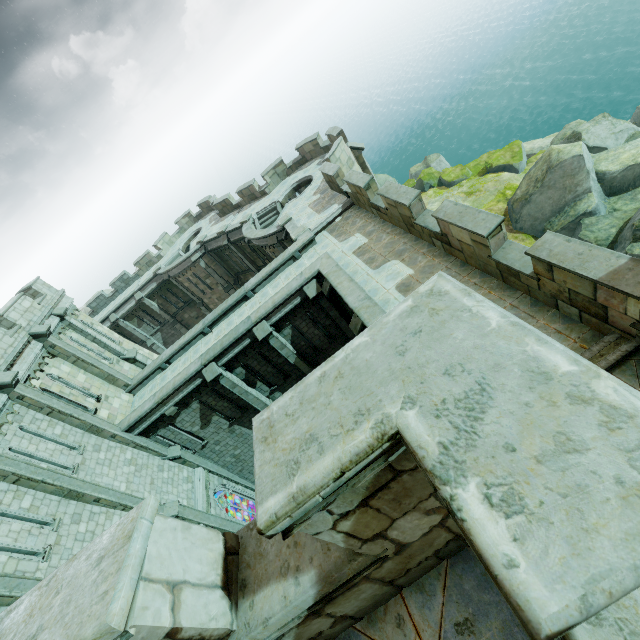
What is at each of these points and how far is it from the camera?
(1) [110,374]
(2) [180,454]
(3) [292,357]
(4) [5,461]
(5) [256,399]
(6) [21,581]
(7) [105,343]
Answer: (1) stone column, 17.58m
(2) stone column, 17.19m
(3) stone column, 16.55m
(4) stone column, 10.90m
(5) stone column, 17.22m
(6) stone column, 9.28m
(7) stone column, 19.19m

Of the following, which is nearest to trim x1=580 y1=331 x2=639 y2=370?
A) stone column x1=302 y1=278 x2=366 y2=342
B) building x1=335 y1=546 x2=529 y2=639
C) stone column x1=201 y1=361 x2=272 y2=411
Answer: building x1=335 y1=546 x2=529 y2=639

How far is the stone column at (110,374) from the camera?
15.5m

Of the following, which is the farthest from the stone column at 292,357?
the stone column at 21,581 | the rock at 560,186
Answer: the rock at 560,186

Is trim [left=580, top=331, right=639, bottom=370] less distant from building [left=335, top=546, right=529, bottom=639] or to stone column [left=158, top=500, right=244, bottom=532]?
building [left=335, top=546, right=529, bottom=639]

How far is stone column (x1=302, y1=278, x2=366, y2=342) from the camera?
11.6m

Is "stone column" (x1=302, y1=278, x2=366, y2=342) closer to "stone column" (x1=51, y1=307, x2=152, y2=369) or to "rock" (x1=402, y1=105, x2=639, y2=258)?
"rock" (x1=402, y1=105, x2=639, y2=258)

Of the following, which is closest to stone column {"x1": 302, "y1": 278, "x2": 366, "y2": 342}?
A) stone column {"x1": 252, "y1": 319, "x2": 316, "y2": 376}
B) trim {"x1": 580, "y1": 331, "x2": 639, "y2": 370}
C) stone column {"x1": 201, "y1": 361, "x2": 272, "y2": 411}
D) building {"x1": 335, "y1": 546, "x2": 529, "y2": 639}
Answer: stone column {"x1": 252, "y1": 319, "x2": 316, "y2": 376}
